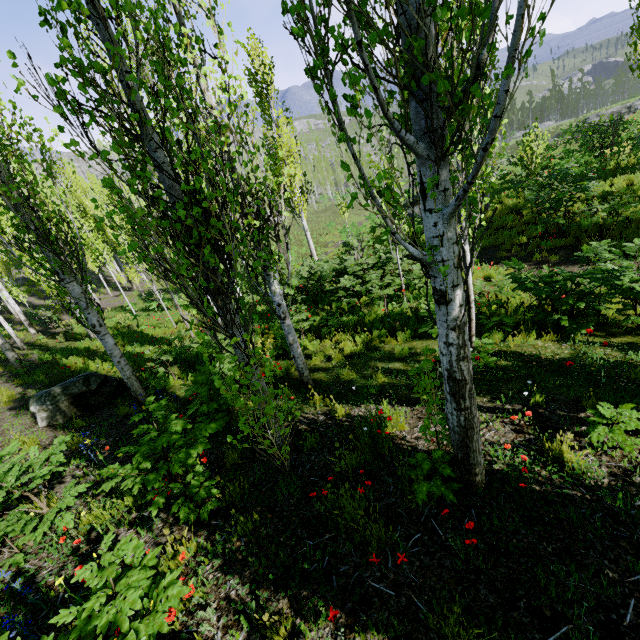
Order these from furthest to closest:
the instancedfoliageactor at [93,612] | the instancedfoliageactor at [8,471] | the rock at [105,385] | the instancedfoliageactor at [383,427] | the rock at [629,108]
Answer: the rock at [629,108] < the rock at [105,385] < the instancedfoliageactor at [383,427] < the instancedfoliageactor at [8,471] < the instancedfoliageactor at [93,612]

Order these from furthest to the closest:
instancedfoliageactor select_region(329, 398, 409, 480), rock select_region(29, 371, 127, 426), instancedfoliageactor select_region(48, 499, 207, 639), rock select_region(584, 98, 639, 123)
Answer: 1. rock select_region(584, 98, 639, 123)
2. rock select_region(29, 371, 127, 426)
3. instancedfoliageactor select_region(329, 398, 409, 480)
4. instancedfoliageactor select_region(48, 499, 207, 639)

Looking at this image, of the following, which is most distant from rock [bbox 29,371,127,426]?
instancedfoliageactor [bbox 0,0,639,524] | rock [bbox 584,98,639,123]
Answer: rock [bbox 584,98,639,123]

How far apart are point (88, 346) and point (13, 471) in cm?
1318

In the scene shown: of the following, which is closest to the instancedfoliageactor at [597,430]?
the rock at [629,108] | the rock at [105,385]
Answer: the rock at [105,385]

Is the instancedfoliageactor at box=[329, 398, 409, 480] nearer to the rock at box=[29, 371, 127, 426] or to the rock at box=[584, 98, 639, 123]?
the rock at box=[29, 371, 127, 426]
